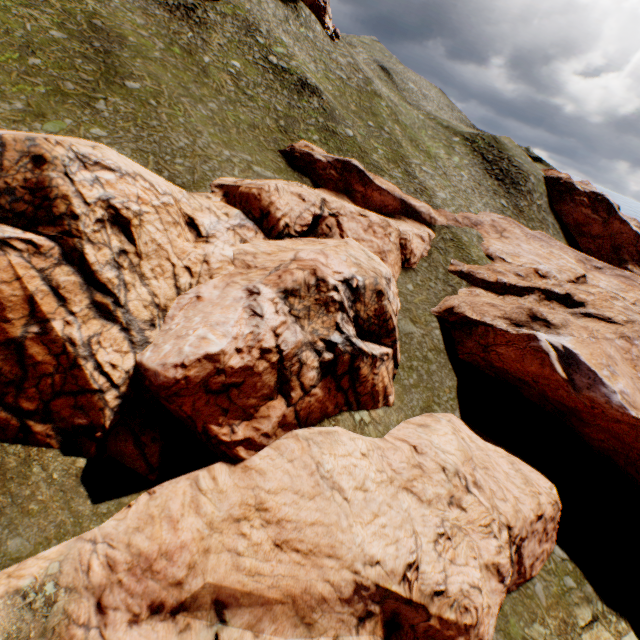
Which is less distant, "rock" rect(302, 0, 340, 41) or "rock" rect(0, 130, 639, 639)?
"rock" rect(0, 130, 639, 639)

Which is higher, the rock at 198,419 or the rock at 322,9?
the rock at 322,9

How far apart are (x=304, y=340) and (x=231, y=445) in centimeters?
→ 588cm

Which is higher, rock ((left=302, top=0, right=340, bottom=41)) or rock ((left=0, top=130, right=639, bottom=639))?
rock ((left=302, top=0, right=340, bottom=41))

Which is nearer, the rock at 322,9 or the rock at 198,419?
the rock at 198,419
